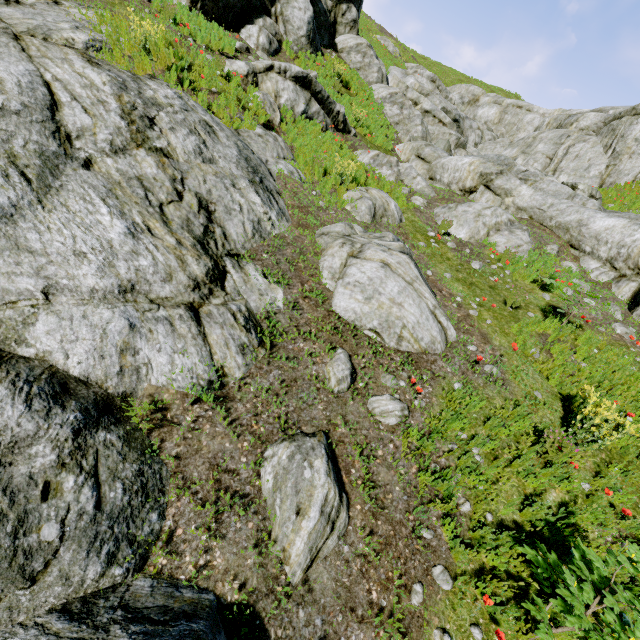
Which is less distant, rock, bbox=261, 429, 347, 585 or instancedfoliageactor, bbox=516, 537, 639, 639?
instancedfoliageactor, bbox=516, 537, 639, 639

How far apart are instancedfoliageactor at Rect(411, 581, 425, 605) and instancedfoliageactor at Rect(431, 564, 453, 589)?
0.2m

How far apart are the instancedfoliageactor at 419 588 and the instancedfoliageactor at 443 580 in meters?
0.2

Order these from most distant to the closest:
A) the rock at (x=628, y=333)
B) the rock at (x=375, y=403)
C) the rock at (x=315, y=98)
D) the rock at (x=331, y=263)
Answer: the rock at (x=315, y=98) < the rock at (x=628, y=333) < the rock at (x=331, y=263) < the rock at (x=375, y=403)

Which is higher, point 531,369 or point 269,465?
point 531,369

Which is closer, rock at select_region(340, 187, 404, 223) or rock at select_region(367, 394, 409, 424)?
rock at select_region(367, 394, 409, 424)
